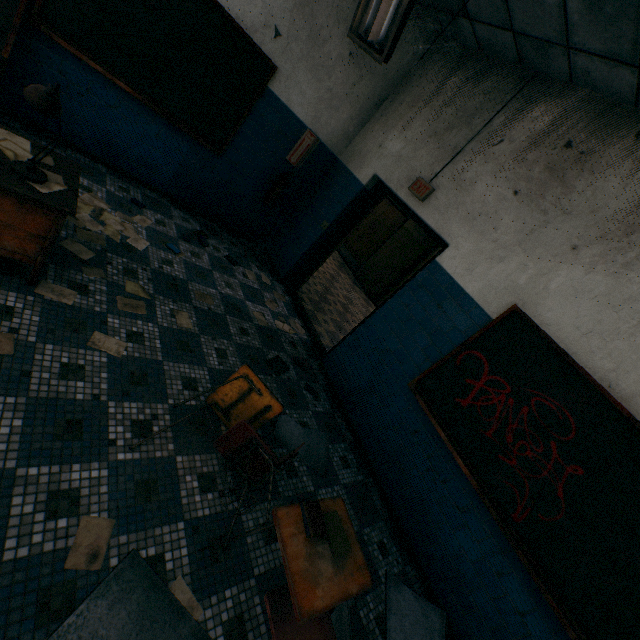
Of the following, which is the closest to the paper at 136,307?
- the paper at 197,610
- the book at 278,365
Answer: the book at 278,365

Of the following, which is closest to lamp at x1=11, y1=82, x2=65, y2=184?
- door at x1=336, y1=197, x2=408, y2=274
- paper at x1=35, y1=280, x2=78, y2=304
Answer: paper at x1=35, y1=280, x2=78, y2=304

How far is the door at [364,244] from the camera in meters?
9.1

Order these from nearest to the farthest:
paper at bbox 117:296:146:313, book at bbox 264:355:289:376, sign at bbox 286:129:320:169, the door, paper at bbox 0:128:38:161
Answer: paper at bbox 0:128:38:161, paper at bbox 117:296:146:313, book at bbox 264:355:289:376, sign at bbox 286:129:320:169, the door

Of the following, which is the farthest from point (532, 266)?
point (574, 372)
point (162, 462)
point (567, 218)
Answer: point (162, 462)

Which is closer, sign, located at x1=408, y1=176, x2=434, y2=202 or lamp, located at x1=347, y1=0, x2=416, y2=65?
lamp, located at x1=347, y1=0, x2=416, y2=65

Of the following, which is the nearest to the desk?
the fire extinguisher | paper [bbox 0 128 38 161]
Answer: paper [bbox 0 128 38 161]

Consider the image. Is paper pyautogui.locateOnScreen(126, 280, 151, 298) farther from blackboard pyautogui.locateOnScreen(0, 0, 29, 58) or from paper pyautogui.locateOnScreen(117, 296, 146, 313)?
blackboard pyautogui.locateOnScreen(0, 0, 29, 58)
